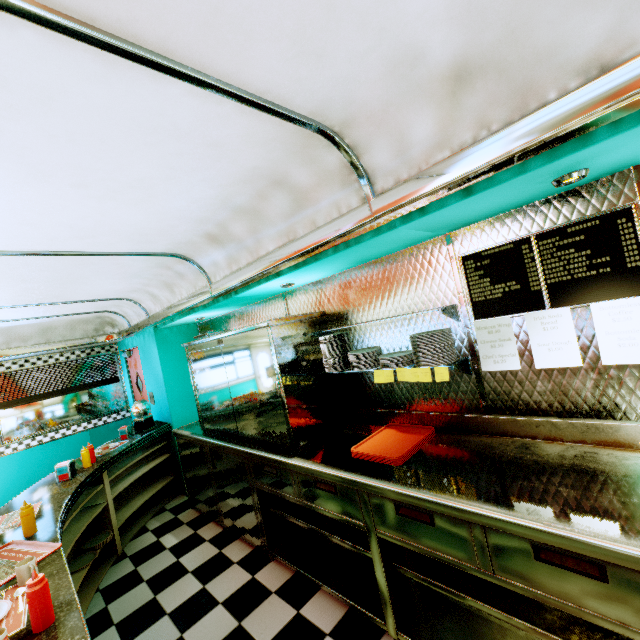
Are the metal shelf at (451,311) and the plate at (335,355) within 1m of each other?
yes

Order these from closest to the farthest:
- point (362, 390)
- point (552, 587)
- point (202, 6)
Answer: point (202, 6) → point (552, 587) → point (362, 390)

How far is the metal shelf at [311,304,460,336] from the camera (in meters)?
2.23

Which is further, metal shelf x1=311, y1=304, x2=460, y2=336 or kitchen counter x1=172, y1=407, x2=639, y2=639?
metal shelf x1=311, y1=304, x2=460, y2=336

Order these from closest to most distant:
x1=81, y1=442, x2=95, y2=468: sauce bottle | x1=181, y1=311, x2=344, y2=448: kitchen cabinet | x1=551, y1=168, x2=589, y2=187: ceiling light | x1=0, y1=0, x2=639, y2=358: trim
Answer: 1. x1=0, y1=0, x2=639, y2=358: trim
2. x1=551, y1=168, x2=589, y2=187: ceiling light
3. x1=181, y1=311, x2=344, y2=448: kitchen cabinet
4. x1=81, y1=442, x2=95, y2=468: sauce bottle

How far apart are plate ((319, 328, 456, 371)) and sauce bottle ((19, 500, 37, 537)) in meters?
2.4 m

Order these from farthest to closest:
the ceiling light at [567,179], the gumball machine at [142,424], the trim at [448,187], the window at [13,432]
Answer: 1. the window at [13,432]
2. the gumball machine at [142,424]
3. the ceiling light at [567,179]
4. the trim at [448,187]

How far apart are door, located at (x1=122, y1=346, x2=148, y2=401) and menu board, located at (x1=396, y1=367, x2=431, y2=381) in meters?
4.8
